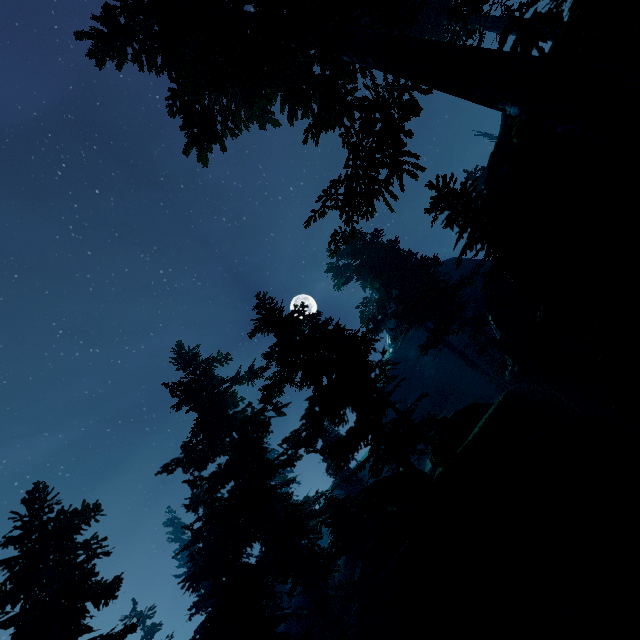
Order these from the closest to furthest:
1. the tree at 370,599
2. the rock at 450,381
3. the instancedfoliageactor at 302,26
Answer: the instancedfoliageactor at 302,26
the tree at 370,599
the rock at 450,381

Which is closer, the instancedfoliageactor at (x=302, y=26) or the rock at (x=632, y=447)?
the instancedfoliageactor at (x=302, y=26)

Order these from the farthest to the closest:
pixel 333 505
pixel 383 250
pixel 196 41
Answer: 1. pixel 383 250
2. pixel 333 505
3. pixel 196 41

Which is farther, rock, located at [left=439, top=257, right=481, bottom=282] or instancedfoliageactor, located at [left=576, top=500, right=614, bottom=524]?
rock, located at [left=439, top=257, right=481, bottom=282]

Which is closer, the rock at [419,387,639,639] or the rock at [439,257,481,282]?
the rock at [419,387,639,639]

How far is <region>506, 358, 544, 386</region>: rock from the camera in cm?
2183
